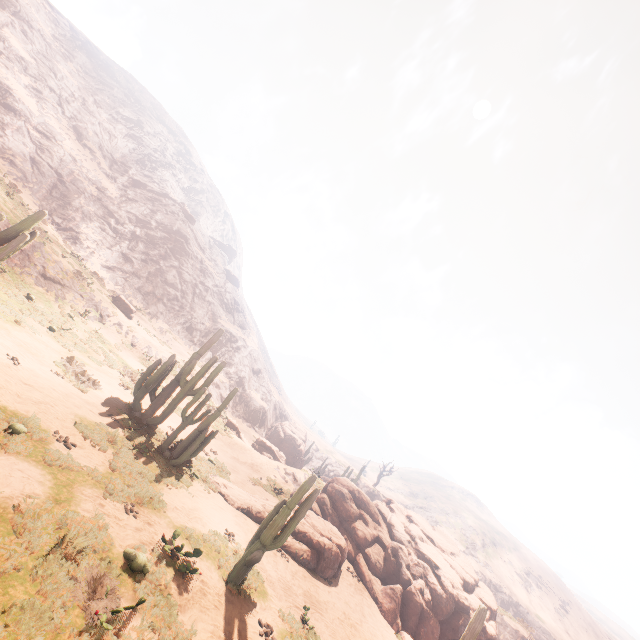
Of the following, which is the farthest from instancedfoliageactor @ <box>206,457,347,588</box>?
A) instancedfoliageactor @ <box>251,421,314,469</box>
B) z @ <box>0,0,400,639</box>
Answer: z @ <box>0,0,400,639</box>

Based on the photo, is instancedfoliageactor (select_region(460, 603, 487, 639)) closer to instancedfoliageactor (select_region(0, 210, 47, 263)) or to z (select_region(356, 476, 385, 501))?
instancedfoliageactor (select_region(0, 210, 47, 263))

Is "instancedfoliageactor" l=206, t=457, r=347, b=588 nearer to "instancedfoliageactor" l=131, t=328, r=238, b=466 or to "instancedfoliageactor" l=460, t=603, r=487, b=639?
"instancedfoliageactor" l=131, t=328, r=238, b=466

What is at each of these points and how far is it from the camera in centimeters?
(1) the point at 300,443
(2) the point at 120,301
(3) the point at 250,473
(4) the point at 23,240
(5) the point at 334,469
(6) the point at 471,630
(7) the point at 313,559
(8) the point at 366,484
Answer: (1) instancedfoliageactor, 4369cm
(2) instancedfoliageactor, 2841cm
(3) z, 2075cm
(4) instancedfoliageactor, 1303cm
(5) z, 5816cm
(6) instancedfoliageactor, 761cm
(7) instancedfoliageactor, 1405cm
(8) z, 5647cm

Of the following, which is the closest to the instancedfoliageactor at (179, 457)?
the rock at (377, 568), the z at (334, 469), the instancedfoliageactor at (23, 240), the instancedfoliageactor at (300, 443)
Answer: the instancedfoliageactor at (23, 240)

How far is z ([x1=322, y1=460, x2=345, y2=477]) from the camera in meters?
56.6 m

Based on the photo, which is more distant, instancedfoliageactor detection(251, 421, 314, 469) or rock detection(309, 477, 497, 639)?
instancedfoliageactor detection(251, 421, 314, 469)

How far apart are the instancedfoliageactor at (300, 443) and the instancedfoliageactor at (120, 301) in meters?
24.3 m
